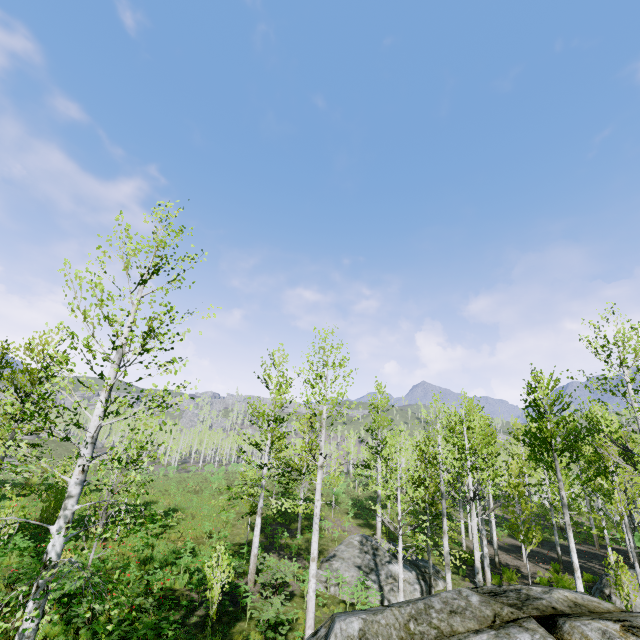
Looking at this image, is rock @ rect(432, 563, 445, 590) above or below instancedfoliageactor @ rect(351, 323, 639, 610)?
below

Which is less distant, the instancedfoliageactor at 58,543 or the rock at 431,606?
the rock at 431,606

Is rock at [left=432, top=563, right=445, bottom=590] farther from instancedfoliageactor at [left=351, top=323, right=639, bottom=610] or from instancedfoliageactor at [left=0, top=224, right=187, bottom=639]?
instancedfoliageactor at [left=0, top=224, right=187, bottom=639]

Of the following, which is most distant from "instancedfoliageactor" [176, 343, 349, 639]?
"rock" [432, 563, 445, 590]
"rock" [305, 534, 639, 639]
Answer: "rock" [432, 563, 445, 590]

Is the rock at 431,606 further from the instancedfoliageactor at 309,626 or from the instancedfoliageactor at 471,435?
the instancedfoliageactor at 471,435

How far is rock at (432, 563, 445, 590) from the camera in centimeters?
1692cm

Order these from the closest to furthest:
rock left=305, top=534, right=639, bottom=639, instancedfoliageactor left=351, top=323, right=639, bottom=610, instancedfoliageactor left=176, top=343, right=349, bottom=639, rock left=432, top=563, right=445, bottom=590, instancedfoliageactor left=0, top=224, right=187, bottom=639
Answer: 1. rock left=305, top=534, right=639, bottom=639
2. instancedfoliageactor left=0, top=224, right=187, bottom=639
3. instancedfoliageactor left=176, top=343, right=349, bottom=639
4. instancedfoliageactor left=351, top=323, right=639, bottom=610
5. rock left=432, top=563, right=445, bottom=590

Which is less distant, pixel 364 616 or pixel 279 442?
pixel 364 616
